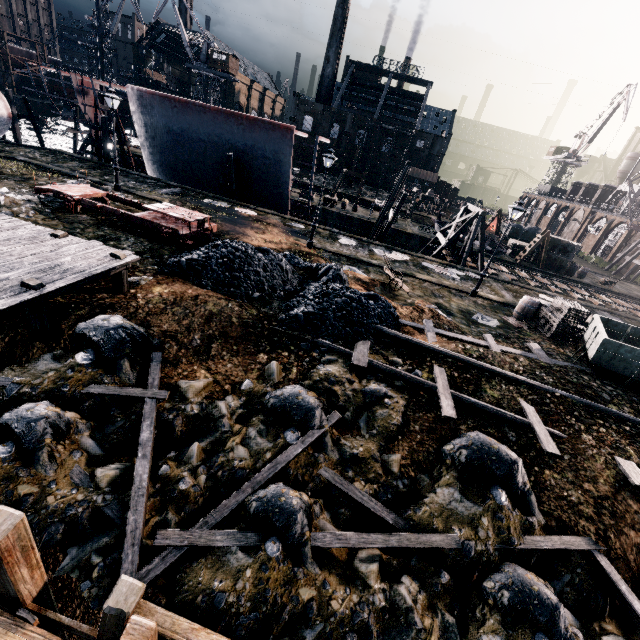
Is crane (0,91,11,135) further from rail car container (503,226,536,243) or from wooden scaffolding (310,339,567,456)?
rail car container (503,226,536,243)

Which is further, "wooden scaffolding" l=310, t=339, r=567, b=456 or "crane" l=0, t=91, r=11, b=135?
"wooden scaffolding" l=310, t=339, r=567, b=456

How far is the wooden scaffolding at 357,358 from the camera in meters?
9.2

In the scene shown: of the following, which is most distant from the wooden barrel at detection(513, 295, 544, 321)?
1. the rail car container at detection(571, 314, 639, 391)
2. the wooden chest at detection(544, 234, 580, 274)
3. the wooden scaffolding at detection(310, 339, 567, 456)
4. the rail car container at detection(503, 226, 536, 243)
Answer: the rail car container at detection(503, 226, 536, 243)

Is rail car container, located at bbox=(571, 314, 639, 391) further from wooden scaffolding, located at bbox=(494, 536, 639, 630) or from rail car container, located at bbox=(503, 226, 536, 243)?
rail car container, located at bbox=(503, 226, 536, 243)

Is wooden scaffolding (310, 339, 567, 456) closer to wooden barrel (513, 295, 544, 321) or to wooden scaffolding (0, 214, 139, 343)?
wooden scaffolding (0, 214, 139, 343)

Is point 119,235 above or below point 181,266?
below

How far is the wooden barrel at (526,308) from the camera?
17.8 meters
